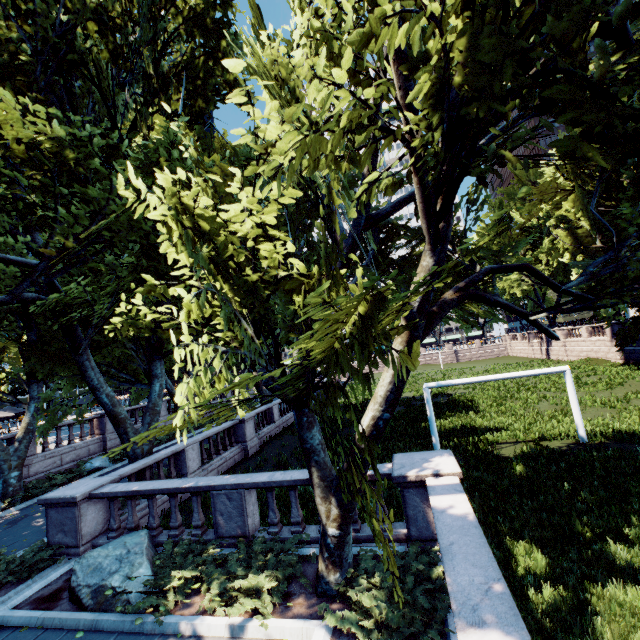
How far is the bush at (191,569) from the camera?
6.1m

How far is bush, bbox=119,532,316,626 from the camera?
6.1m

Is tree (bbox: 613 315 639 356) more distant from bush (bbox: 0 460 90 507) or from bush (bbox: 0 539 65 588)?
bush (bbox: 0 460 90 507)

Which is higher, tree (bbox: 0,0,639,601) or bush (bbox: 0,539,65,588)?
tree (bbox: 0,0,639,601)

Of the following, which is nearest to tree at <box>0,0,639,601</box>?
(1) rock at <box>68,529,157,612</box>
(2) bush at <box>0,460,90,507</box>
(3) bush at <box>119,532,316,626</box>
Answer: (2) bush at <box>0,460,90,507</box>

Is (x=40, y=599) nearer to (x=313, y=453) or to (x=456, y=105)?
(x=313, y=453)

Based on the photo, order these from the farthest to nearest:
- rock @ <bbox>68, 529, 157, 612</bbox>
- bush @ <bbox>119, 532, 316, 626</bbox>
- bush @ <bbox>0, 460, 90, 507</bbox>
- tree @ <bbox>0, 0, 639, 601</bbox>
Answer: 1. bush @ <bbox>0, 460, 90, 507</bbox>
2. rock @ <bbox>68, 529, 157, 612</bbox>
3. bush @ <bbox>119, 532, 316, 626</bbox>
4. tree @ <bbox>0, 0, 639, 601</bbox>

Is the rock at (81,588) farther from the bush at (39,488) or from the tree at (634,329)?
the bush at (39,488)
